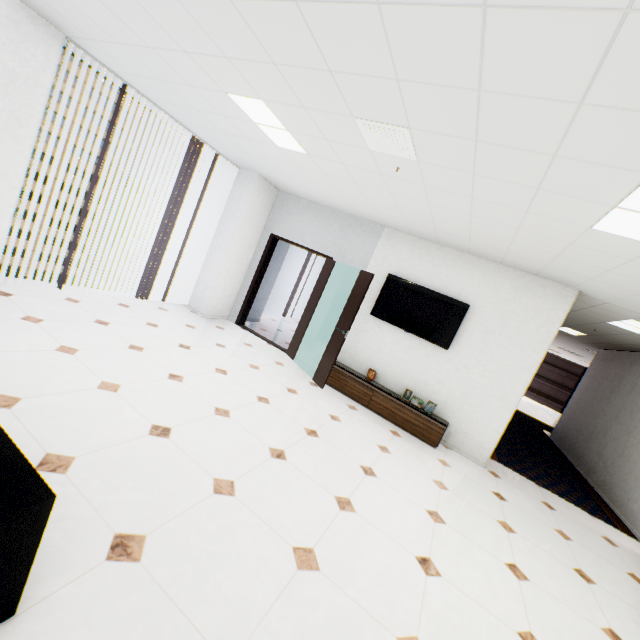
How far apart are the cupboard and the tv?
1.1m

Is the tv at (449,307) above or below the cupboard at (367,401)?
above

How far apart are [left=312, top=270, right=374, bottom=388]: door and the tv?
0.6m

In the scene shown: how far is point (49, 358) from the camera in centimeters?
298cm

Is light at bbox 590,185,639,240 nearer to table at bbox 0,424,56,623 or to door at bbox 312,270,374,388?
door at bbox 312,270,374,388

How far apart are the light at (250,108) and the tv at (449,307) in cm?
255

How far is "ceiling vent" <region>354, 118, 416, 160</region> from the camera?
2.6m

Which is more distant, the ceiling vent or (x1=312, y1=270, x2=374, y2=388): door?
(x1=312, y1=270, x2=374, y2=388): door
